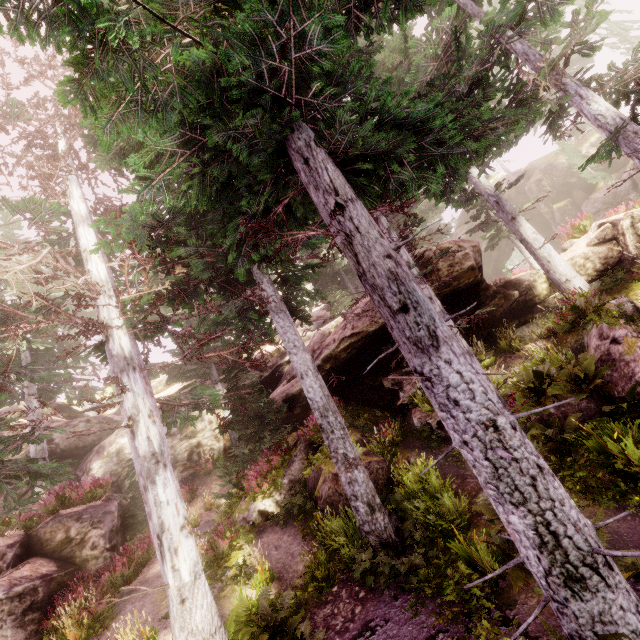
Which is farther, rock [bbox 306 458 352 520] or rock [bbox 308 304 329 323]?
rock [bbox 308 304 329 323]

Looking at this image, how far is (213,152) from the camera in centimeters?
669cm

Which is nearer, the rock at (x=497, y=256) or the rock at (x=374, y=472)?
the rock at (x=374, y=472)

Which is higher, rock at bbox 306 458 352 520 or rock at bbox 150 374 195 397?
rock at bbox 150 374 195 397

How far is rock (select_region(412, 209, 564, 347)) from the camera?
12.5m

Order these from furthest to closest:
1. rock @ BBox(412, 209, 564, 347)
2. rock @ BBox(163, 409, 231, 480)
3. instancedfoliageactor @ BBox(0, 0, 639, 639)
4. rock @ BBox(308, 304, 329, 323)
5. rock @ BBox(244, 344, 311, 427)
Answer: rock @ BBox(308, 304, 329, 323) < rock @ BBox(163, 409, 231, 480) < rock @ BBox(244, 344, 311, 427) < rock @ BBox(412, 209, 564, 347) < instancedfoliageactor @ BBox(0, 0, 639, 639)

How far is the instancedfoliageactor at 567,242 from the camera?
15.0 meters
